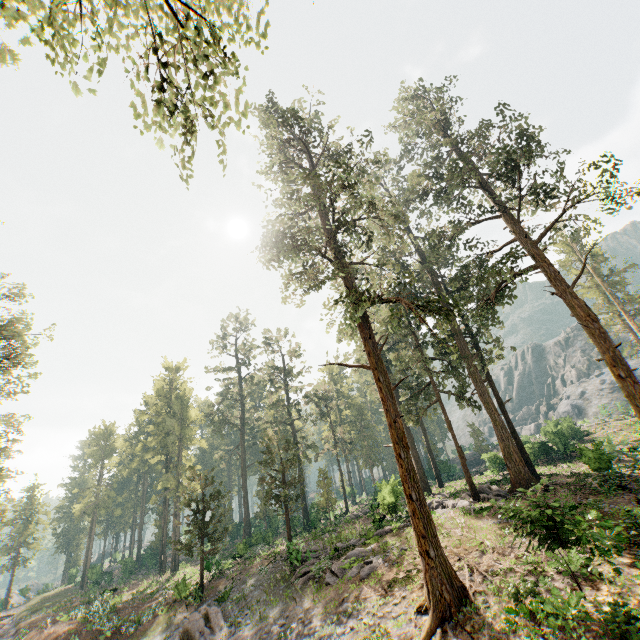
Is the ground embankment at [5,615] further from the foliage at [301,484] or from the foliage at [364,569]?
the foliage at [364,569]

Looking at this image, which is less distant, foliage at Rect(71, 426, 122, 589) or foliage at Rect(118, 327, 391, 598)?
foliage at Rect(118, 327, 391, 598)

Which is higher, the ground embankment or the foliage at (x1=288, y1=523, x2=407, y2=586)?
the foliage at (x1=288, y1=523, x2=407, y2=586)

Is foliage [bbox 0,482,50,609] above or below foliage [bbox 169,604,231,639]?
above

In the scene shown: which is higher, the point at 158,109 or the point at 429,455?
the point at 158,109

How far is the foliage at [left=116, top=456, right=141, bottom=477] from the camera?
49.22m

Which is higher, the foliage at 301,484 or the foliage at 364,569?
the foliage at 301,484

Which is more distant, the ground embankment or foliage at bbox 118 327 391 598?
the ground embankment
